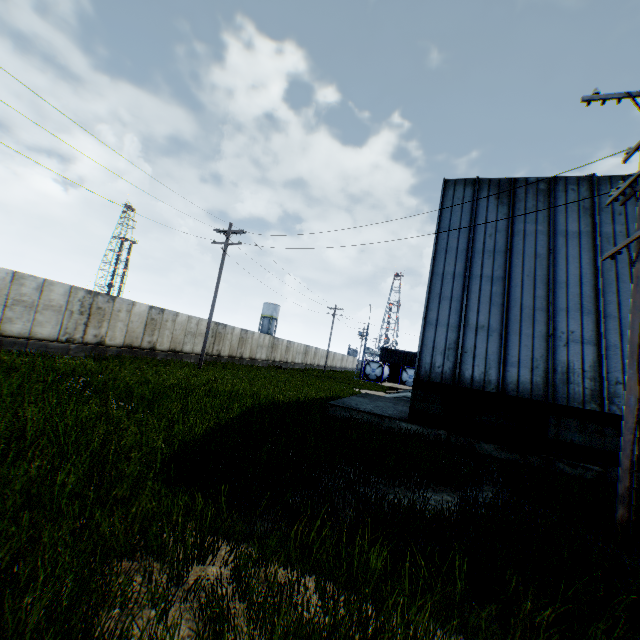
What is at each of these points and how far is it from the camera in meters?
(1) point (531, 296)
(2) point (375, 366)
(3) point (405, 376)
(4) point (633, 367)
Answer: (1) building, 12.0
(2) tank container, 45.7
(3) tank container, 44.2
(4) electric pole, 6.1

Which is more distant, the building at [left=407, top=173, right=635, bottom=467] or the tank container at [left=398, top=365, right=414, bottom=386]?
the tank container at [left=398, top=365, right=414, bottom=386]

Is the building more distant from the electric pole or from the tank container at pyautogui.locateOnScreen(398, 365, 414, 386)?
the tank container at pyautogui.locateOnScreen(398, 365, 414, 386)

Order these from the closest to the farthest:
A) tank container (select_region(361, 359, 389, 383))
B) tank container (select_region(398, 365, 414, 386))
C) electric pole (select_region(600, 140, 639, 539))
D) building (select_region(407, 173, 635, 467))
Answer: electric pole (select_region(600, 140, 639, 539)) < building (select_region(407, 173, 635, 467)) < tank container (select_region(398, 365, 414, 386)) < tank container (select_region(361, 359, 389, 383))

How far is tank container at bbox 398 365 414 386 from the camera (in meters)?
43.88

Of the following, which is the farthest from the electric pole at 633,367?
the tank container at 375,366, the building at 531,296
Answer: the tank container at 375,366
